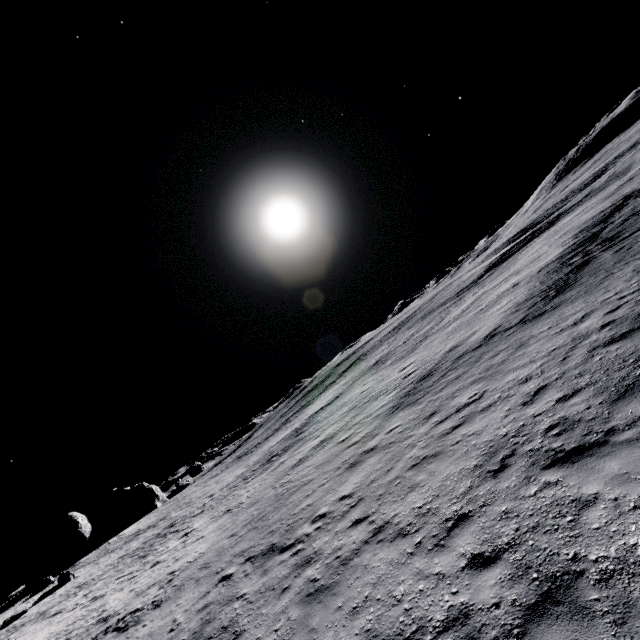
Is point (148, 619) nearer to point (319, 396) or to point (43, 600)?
point (43, 600)

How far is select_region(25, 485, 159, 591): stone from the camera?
45.1 meters

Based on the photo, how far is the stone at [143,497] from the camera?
45.09m
